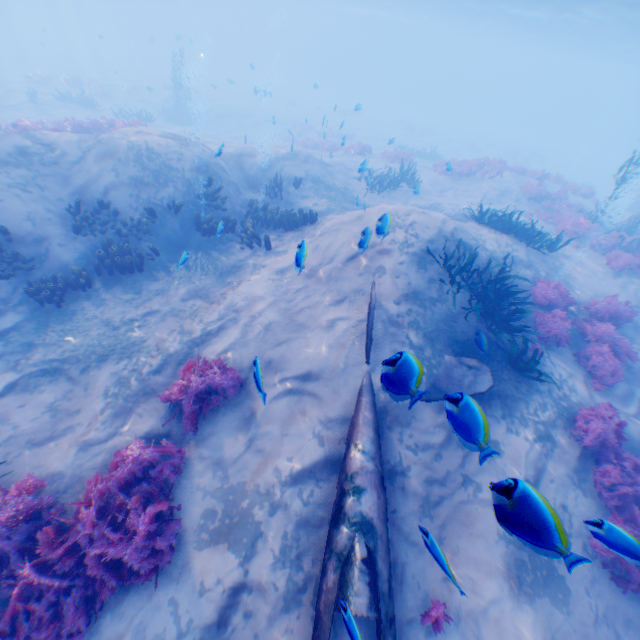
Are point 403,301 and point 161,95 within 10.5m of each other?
no

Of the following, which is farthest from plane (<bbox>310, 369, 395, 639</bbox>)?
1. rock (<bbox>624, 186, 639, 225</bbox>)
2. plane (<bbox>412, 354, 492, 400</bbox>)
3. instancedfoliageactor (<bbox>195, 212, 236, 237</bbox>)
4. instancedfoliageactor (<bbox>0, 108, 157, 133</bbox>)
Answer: rock (<bbox>624, 186, 639, 225</bbox>)

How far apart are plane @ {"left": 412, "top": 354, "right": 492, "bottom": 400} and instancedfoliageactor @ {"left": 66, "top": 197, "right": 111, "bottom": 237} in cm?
915

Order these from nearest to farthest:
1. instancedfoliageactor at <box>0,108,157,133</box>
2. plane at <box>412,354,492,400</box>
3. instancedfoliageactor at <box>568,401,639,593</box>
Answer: instancedfoliageactor at <box>568,401,639,593</box> < plane at <box>412,354,492,400</box> < instancedfoliageactor at <box>0,108,157,133</box>

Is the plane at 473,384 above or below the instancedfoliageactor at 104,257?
above

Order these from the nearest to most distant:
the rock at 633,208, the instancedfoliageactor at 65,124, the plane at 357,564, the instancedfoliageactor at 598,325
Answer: the plane at 357,564 → the instancedfoliageactor at 598,325 → the instancedfoliageactor at 65,124 → the rock at 633,208

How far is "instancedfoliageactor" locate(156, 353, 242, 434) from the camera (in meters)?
6.10

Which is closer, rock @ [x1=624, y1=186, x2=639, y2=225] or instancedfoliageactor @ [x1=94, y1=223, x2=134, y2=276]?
instancedfoliageactor @ [x1=94, y1=223, x2=134, y2=276]
